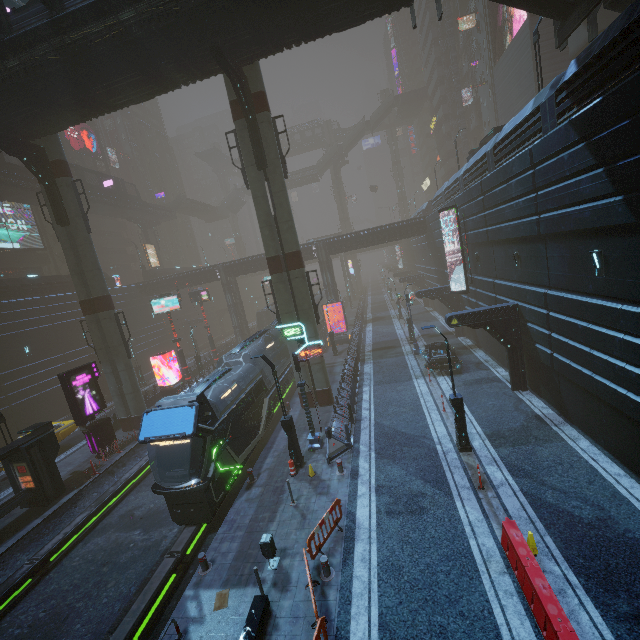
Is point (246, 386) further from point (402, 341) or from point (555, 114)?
point (402, 341)

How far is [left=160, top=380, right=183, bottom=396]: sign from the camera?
28.8 meters

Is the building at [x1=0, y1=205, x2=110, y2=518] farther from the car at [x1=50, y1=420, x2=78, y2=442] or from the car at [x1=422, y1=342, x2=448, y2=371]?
the car at [x1=50, y1=420, x2=78, y2=442]

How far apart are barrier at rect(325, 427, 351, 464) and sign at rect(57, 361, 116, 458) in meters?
15.1 m

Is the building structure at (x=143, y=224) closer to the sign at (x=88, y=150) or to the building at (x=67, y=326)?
the building at (x=67, y=326)

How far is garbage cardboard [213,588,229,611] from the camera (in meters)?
9.30

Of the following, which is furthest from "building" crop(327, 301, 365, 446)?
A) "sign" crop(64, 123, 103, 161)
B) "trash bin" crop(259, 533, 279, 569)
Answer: "trash bin" crop(259, 533, 279, 569)

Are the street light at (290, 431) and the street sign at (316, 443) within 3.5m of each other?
yes
